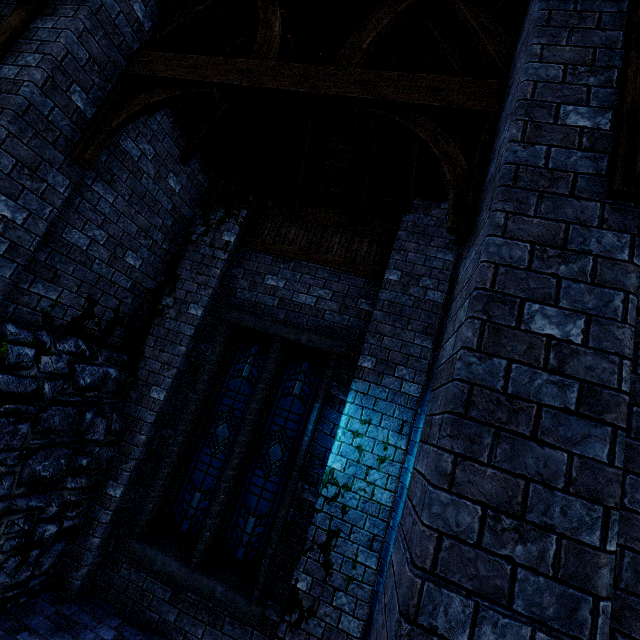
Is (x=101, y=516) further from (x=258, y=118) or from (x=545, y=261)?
(x=258, y=118)

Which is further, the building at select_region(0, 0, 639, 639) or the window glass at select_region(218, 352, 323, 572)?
the window glass at select_region(218, 352, 323, 572)

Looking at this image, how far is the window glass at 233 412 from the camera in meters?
5.2

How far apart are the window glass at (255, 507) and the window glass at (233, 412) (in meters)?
0.22

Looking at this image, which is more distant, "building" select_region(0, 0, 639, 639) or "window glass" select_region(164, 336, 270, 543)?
"window glass" select_region(164, 336, 270, 543)

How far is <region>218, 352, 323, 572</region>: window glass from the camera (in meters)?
4.92

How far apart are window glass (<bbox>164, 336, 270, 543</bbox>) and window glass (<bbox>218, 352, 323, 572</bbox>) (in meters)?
0.22

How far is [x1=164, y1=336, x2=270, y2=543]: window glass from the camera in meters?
5.2
